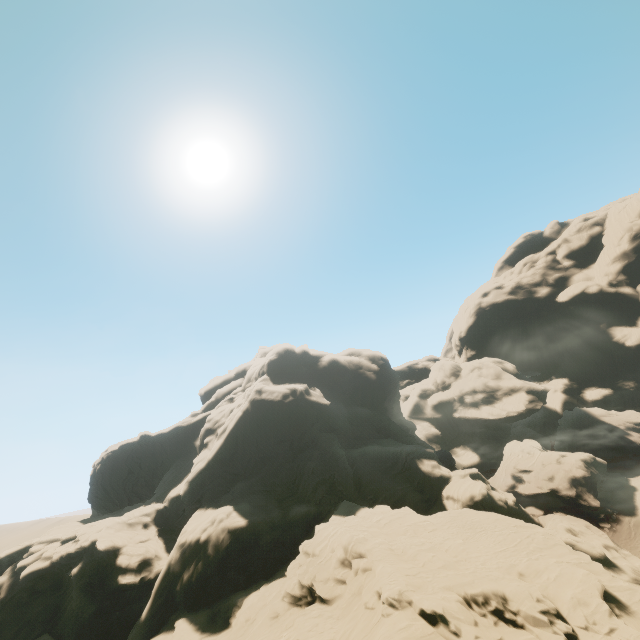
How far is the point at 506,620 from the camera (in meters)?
19.91
